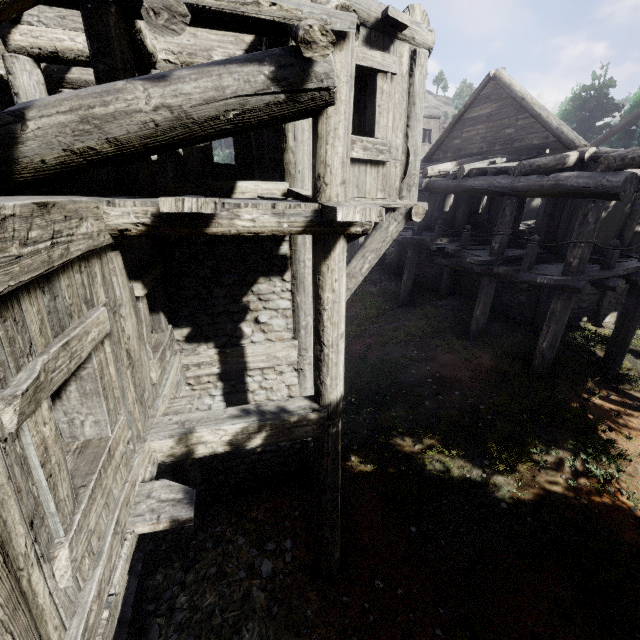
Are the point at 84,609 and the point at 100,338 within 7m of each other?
yes
